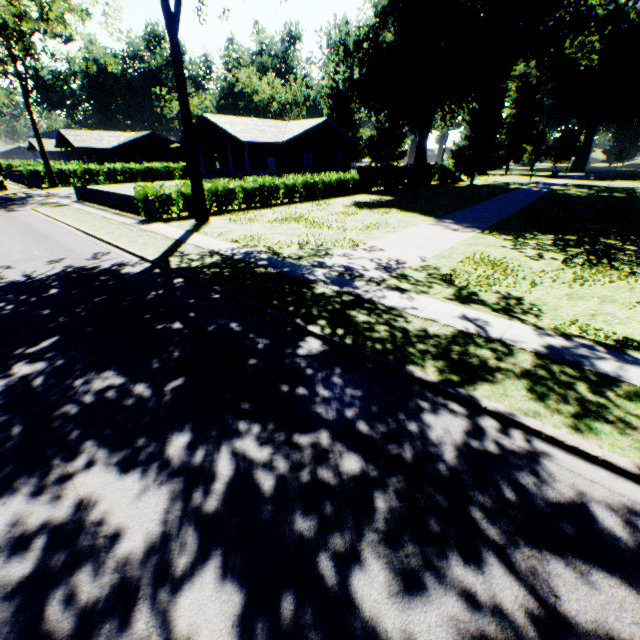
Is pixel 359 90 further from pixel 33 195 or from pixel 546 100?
Answer: pixel 546 100

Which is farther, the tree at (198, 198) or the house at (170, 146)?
the house at (170, 146)

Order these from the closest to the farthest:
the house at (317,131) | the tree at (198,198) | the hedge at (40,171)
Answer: the tree at (198,198)
the house at (317,131)
the hedge at (40,171)

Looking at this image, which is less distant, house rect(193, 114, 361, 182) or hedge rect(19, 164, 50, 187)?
house rect(193, 114, 361, 182)

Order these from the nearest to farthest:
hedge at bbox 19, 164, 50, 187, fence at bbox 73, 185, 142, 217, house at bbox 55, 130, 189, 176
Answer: fence at bbox 73, 185, 142, 217 < hedge at bbox 19, 164, 50, 187 < house at bbox 55, 130, 189, 176

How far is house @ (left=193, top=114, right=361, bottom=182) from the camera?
28.9m

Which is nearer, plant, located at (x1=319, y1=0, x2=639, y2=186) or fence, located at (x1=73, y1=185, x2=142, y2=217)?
fence, located at (x1=73, y1=185, x2=142, y2=217)

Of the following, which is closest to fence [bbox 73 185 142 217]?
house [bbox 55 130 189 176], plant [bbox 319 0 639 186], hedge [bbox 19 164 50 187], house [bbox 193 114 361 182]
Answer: house [bbox 193 114 361 182]
